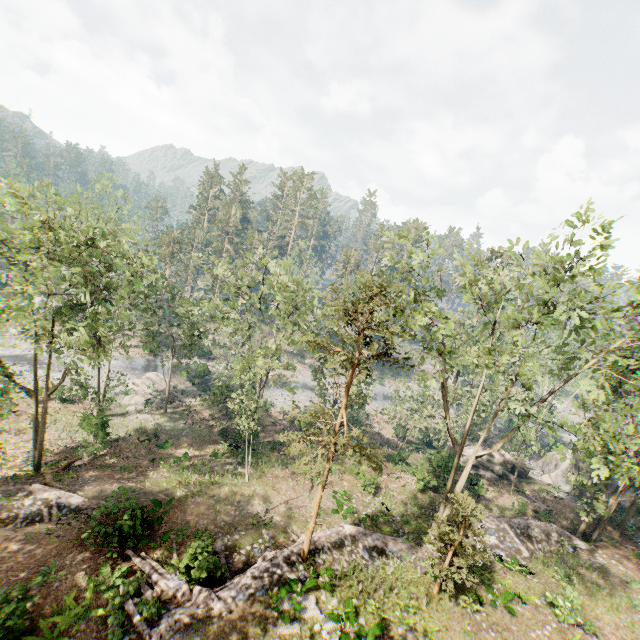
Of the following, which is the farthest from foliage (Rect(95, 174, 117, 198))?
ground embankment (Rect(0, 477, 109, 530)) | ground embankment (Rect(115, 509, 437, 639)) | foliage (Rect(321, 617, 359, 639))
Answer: foliage (Rect(321, 617, 359, 639))

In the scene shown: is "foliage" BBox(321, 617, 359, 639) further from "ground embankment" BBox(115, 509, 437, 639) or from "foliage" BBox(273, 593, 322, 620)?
"foliage" BBox(273, 593, 322, 620)

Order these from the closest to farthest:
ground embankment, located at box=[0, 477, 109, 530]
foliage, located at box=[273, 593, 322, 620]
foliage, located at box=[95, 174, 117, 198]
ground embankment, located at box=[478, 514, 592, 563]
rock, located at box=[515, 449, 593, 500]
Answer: foliage, located at box=[273, 593, 322, 620]
ground embankment, located at box=[0, 477, 109, 530]
ground embankment, located at box=[478, 514, 592, 563]
rock, located at box=[515, 449, 593, 500]
foliage, located at box=[95, 174, 117, 198]

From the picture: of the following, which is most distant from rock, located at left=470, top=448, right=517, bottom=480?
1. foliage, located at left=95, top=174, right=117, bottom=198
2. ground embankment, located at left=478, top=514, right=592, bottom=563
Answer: foliage, located at left=95, top=174, right=117, bottom=198

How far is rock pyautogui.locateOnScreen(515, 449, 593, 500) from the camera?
33.53m

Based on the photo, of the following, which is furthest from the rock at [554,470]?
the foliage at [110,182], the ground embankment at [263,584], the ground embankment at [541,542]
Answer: the ground embankment at [263,584]

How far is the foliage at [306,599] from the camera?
13.0m

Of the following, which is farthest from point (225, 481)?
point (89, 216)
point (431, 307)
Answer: point (89, 216)
